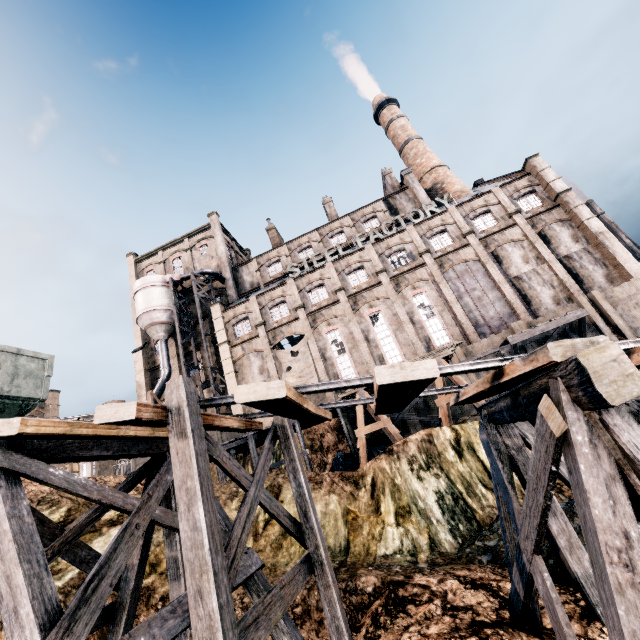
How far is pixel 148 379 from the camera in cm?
4041

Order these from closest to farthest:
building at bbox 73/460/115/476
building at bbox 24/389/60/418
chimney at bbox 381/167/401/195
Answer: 1. building at bbox 24/389/60/418
2. chimney at bbox 381/167/401/195
3. building at bbox 73/460/115/476

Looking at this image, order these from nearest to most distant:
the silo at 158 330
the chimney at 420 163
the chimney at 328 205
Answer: the silo at 158 330, the chimney at 420 163, the chimney at 328 205

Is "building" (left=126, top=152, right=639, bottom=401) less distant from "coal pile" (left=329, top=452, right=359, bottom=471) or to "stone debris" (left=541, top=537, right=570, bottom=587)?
"coal pile" (left=329, top=452, right=359, bottom=471)

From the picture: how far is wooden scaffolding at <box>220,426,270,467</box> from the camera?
20.4 meters

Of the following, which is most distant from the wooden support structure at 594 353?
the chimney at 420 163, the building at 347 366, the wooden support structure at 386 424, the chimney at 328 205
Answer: the chimney at 328 205

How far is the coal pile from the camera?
18.4 meters

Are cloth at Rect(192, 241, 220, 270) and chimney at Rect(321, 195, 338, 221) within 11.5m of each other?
no
